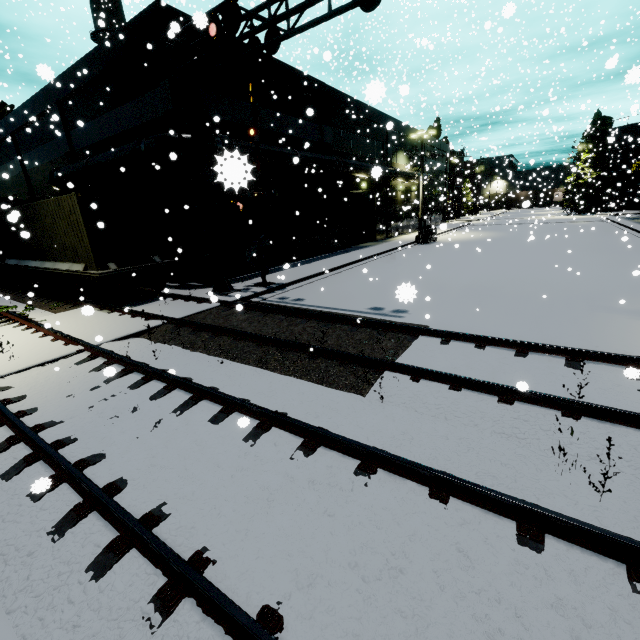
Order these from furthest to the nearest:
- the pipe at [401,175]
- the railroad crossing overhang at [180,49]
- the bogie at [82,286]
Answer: the pipe at [401,175], the bogie at [82,286], the railroad crossing overhang at [180,49]

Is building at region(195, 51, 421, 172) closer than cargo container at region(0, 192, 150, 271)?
No

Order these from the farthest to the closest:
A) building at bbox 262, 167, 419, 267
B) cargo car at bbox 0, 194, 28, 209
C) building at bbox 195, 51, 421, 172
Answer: building at bbox 262, 167, 419, 267 → building at bbox 195, 51, 421, 172 → cargo car at bbox 0, 194, 28, 209

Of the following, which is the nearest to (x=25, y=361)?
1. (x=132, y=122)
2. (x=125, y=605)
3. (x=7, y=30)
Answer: (x=125, y=605)

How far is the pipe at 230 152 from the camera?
1.32m

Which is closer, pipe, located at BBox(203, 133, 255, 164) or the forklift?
pipe, located at BBox(203, 133, 255, 164)

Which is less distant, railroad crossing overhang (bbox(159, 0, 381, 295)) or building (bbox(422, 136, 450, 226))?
railroad crossing overhang (bbox(159, 0, 381, 295))

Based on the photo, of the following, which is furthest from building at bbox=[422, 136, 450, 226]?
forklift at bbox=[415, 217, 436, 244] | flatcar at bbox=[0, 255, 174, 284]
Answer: forklift at bbox=[415, 217, 436, 244]
